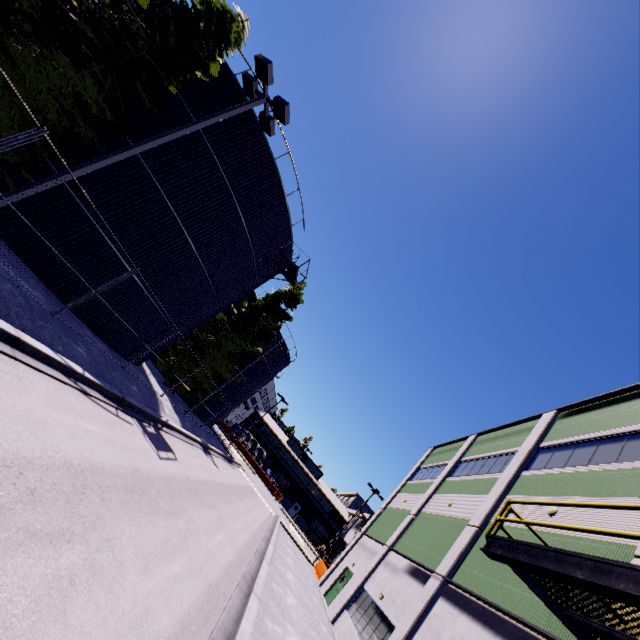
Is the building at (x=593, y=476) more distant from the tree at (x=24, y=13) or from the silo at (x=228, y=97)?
the silo at (x=228, y=97)

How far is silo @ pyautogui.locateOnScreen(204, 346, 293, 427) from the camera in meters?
34.9 m

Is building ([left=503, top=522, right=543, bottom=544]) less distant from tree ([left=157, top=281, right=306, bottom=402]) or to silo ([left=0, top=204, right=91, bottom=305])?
tree ([left=157, top=281, right=306, bottom=402])

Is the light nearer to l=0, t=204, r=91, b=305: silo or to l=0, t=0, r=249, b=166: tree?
l=0, t=0, r=249, b=166: tree

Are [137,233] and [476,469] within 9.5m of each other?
no

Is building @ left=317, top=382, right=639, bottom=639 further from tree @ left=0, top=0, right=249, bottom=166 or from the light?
the light

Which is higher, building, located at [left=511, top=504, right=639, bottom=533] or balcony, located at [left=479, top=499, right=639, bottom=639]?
building, located at [left=511, top=504, right=639, bottom=533]
